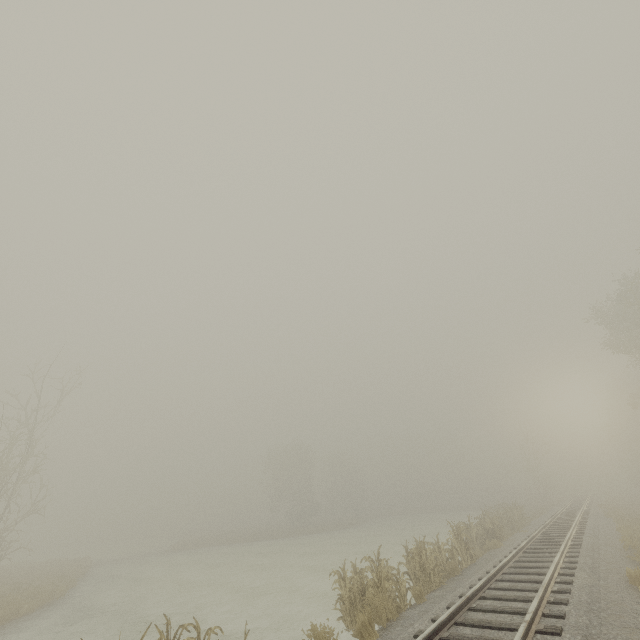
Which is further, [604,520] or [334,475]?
[334,475]
